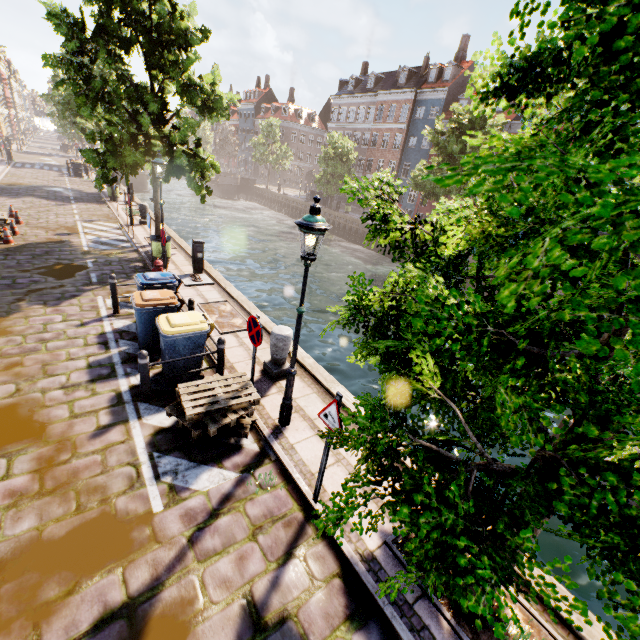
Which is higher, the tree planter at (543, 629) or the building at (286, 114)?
the building at (286, 114)

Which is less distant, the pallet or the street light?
the street light

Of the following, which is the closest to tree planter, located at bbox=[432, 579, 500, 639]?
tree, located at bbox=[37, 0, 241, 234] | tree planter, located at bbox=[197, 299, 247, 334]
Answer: tree, located at bbox=[37, 0, 241, 234]

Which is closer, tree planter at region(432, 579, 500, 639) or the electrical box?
tree planter at region(432, 579, 500, 639)

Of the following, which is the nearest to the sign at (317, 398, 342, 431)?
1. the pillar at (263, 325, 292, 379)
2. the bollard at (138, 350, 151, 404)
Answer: the pillar at (263, 325, 292, 379)

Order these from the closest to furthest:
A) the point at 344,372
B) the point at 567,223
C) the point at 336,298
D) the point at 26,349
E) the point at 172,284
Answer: the point at 567,223 < the point at 26,349 < the point at 172,284 < the point at 344,372 < the point at 336,298

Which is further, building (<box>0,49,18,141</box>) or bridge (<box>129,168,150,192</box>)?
building (<box>0,49,18,141</box>)

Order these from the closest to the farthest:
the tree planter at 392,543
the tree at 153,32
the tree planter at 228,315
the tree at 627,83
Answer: the tree at 627,83 → the tree planter at 392,543 → the tree planter at 228,315 → the tree at 153,32
